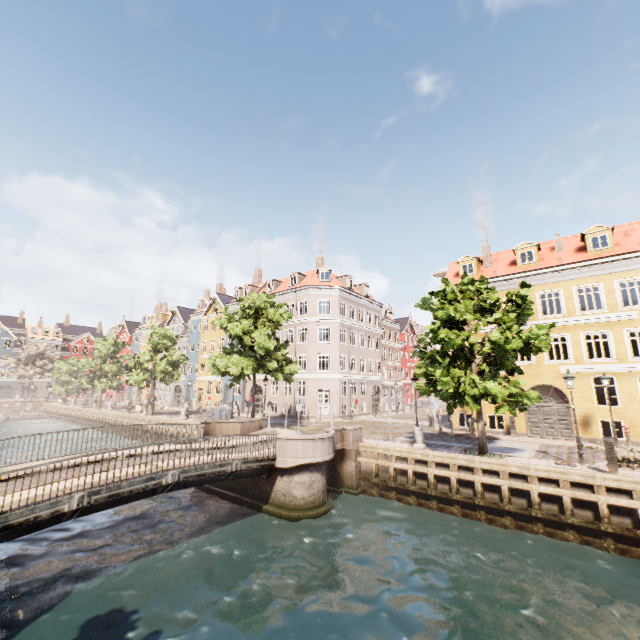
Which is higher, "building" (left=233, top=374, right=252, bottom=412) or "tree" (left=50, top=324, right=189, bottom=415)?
"tree" (left=50, top=324, right=189, bottom=415)

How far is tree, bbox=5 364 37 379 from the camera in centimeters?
5844cm

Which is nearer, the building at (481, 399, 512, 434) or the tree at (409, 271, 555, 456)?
the tree at (409, 271, 555, 456)

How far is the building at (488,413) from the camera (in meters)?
21.70

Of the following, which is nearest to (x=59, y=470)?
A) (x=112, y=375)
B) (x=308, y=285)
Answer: (x=308, y=285)

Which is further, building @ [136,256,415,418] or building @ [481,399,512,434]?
building @ [136,256,415,418]

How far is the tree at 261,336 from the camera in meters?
22.5 m

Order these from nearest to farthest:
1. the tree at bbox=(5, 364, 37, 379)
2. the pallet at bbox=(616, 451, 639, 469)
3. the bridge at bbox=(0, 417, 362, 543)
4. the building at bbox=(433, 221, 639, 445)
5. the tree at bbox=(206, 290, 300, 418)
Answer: the bridge at bbox=(0, 417, 362, 543), the pallet at bbox=(616, 451, 639, 469), the building at bbox=(433, 221, 639, 445), the tree at bbox=(206, 290, 300, 418), the tree at bbox=(5, 364, 37, 379)
